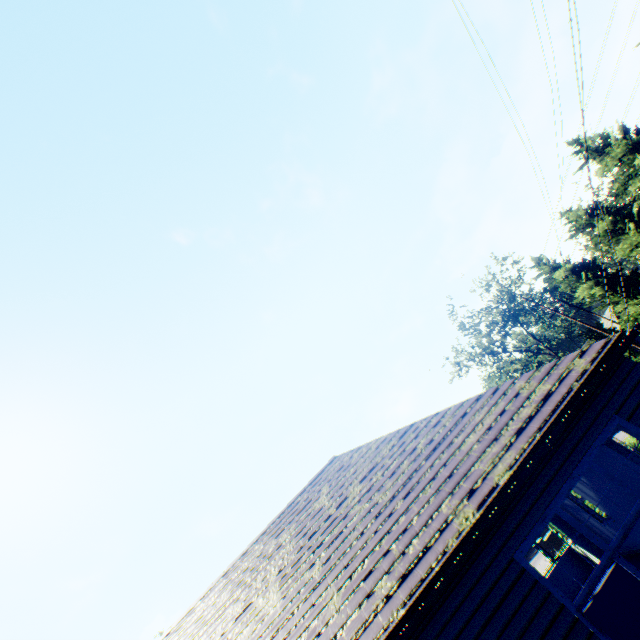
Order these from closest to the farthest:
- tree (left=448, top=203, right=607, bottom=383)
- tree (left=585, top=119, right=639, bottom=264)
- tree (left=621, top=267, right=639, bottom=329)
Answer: tree (left=585, top=119, right=639, bottom=264) → tree (left=621, top=267, right=639, bottom=329) → tree (left=448, top=203, right=607, bottom=383)

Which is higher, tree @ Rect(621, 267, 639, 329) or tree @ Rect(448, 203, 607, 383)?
tree @ Rect(448, 203, 607, 383)

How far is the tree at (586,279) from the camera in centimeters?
2498cm

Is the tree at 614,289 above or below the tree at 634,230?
below

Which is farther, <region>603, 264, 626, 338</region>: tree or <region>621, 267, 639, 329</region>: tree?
<region>603, 264, 626, 338</region>: tree

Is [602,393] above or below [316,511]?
below
